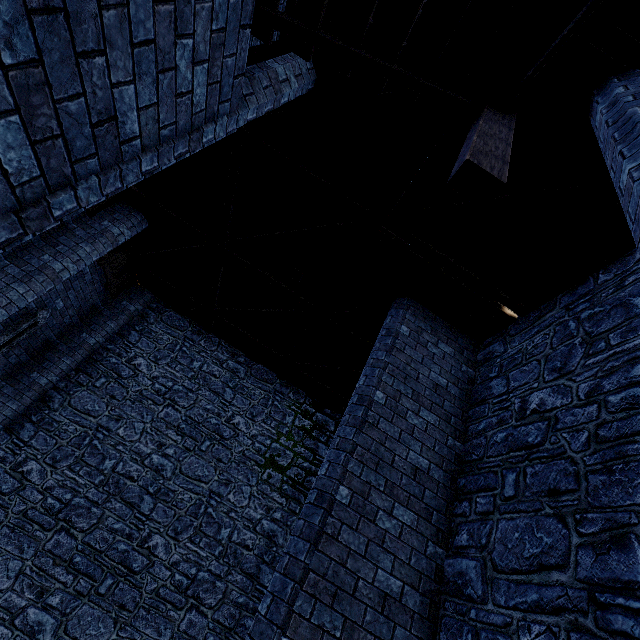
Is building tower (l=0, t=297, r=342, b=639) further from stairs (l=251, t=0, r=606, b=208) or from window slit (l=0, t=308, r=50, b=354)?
stairs (l=251, t=0, r=606, b=208)

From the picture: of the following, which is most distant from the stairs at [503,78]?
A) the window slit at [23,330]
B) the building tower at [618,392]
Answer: the window slit at [23,330]

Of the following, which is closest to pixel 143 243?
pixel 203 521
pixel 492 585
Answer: pixel 203 521

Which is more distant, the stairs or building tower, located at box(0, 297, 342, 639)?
building tower, located at box(0, 297, 342, 639)

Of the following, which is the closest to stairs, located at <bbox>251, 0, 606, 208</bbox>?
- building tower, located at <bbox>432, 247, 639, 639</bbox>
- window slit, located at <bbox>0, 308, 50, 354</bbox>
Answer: building tower, located at <bbox>432, 247, 639, 639</bbox>

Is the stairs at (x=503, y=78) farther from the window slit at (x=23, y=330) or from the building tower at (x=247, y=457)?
the window slit at (x=23, y=330)
